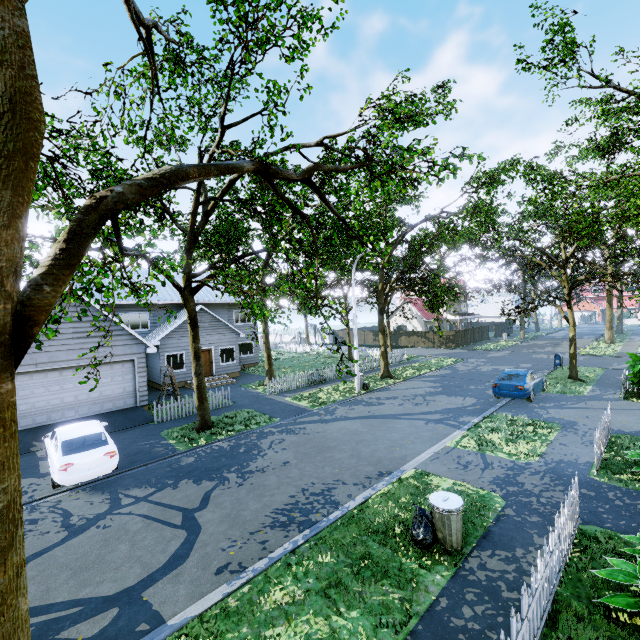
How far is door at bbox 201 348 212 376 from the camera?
24.2 meters

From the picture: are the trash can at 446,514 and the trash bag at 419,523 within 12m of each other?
yes

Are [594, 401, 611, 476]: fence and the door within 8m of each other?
no

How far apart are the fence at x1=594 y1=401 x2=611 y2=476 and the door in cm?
2221

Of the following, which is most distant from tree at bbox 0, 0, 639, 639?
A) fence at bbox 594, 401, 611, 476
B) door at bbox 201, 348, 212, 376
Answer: fence at bbox 594, 401, 611, 476

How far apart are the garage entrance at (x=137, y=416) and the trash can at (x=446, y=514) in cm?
Answer: 1374

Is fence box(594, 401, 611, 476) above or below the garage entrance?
above

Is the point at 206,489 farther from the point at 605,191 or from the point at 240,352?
the point at 605,191
